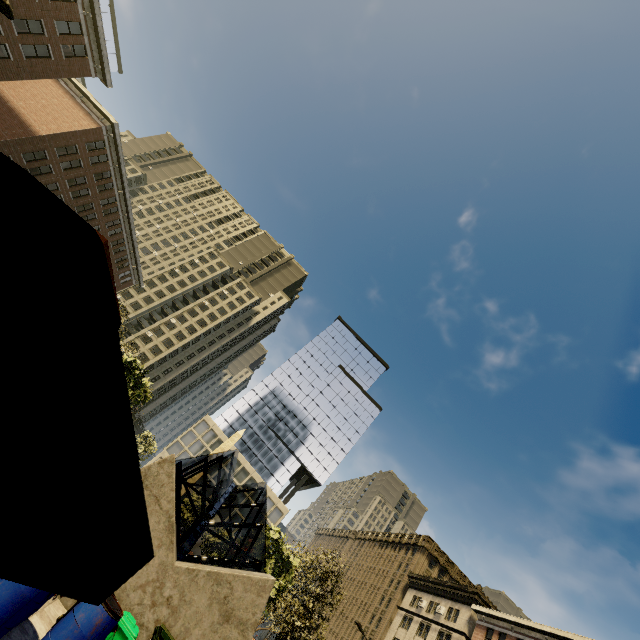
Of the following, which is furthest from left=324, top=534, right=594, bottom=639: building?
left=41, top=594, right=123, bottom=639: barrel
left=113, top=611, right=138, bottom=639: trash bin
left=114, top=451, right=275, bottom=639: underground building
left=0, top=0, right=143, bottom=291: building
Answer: left=41, top=594, right=123, bottom=639: barrel

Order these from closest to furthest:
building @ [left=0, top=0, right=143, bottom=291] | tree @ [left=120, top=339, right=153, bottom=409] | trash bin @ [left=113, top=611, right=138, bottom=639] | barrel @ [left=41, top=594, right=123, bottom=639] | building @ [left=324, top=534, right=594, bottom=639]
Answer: barrel @ [left=41, top=594, right=123, bottom=639] < trash bin @ [left=113, top=611, right=138, bottom=639] < tree @ [left=120, top=339, right=153, bottom=409] < building @ [left=0, top=0, right=143, bottom=291] < building @ [left=324, top=534, right=594, bottom=639]

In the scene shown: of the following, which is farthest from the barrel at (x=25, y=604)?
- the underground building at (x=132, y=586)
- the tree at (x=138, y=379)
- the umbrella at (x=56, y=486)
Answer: the tree at (x=138, y=379)

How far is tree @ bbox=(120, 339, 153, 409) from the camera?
19.4 meters

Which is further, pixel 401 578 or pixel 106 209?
pixel 401 578

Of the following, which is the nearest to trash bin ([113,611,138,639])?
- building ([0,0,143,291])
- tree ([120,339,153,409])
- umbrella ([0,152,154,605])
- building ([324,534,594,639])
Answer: umbrella ([0,152,154,605])

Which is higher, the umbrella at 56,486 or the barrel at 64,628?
the umbrella at 56,486

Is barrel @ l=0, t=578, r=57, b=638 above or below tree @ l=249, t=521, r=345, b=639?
below
